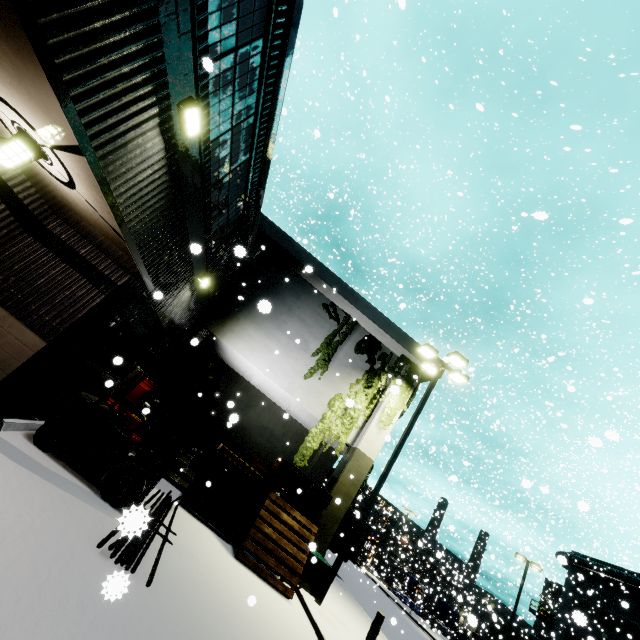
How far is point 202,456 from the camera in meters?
15.9 m

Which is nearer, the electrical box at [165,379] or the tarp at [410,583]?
the electrical box at [165,379]

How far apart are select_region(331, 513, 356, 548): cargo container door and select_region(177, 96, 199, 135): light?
23.9 meters

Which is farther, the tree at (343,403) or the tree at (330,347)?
the tree at (330,347)

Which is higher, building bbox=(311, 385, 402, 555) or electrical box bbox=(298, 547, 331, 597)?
building bbox=(311, 385, 402, 555)

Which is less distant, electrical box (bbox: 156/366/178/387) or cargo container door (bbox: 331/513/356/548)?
electrical box (bbox: 156/366/178/387)

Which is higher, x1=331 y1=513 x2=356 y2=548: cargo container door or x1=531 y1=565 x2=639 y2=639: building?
x1=531 y1=565 x2=639 y2=639: building

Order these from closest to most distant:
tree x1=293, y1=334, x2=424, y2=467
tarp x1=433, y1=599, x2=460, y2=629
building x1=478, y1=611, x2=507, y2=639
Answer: tree x1=293, y1=334, x2=424, y2=467 < building x1=478, y1=611, x2=507, y2=639 < tarp x1=433, y1=599, x2=460, y2=629
